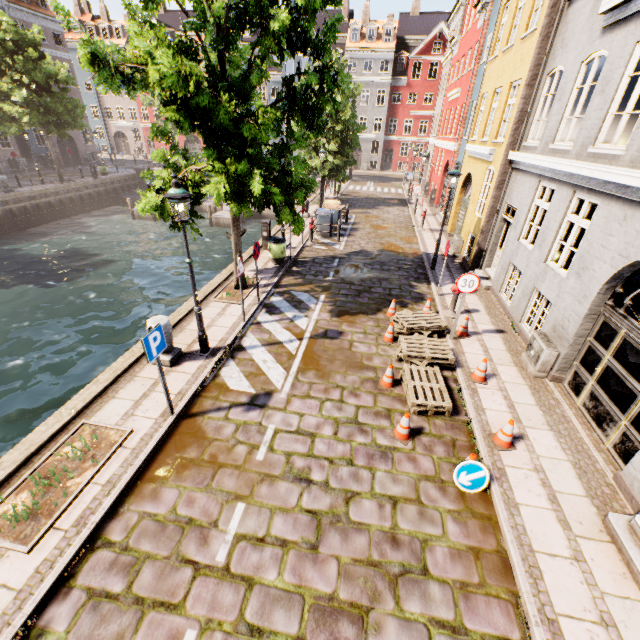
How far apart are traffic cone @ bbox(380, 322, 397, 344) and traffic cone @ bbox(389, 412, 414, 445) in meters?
2.7 m

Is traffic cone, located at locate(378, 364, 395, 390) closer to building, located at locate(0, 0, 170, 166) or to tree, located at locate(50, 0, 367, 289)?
tree, located at locate(50, 0, 367, 289)

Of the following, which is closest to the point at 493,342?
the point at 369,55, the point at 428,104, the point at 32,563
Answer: the point at 32,563

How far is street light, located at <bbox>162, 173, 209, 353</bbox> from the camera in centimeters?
588cm

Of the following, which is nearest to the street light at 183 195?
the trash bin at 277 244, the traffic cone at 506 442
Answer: the trash bin at 277 244

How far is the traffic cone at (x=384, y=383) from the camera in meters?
7.0

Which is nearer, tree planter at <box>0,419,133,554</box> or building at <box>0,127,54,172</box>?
tree planter at <box>0,419,133,554</box>

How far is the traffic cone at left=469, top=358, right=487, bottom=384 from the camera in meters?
7.2
